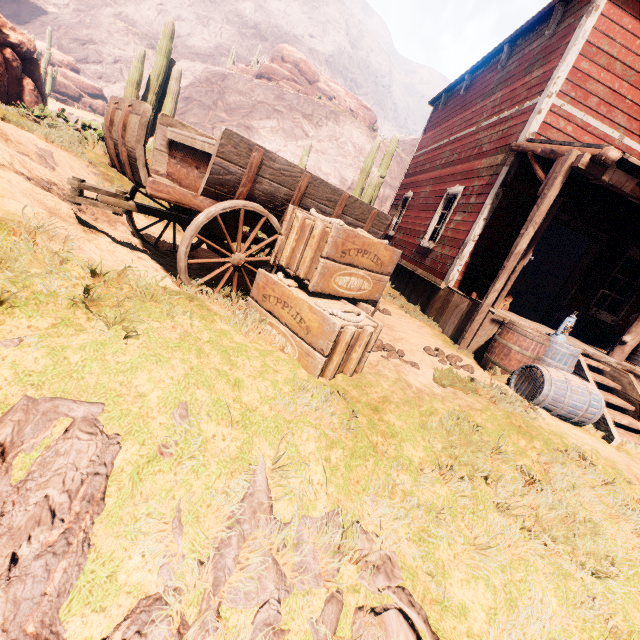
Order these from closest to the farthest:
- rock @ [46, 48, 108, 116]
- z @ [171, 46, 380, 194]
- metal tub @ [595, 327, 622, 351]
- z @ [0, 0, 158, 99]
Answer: metal tub @ [595, 327, 622, 351] < rock @ [46, 48, 108, 116] < z @ [171, 46, 380, 194] < z @ [0, 0, 158, 99]

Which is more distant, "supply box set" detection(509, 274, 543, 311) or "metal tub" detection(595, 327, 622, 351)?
"supply box set" detection(509, 274, 543, 311)

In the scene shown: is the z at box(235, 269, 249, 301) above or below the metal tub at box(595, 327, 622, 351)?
below

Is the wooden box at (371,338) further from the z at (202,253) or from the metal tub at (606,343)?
the metal tub at (606,343)

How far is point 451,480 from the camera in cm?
227

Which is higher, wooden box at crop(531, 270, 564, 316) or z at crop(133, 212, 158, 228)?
wooden box at crop(531, 270, 564, 316)

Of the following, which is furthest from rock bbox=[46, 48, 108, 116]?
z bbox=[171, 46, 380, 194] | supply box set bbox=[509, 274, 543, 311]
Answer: supply box set bbox=[509, 274, 543, 311]

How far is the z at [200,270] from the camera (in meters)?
3.82
